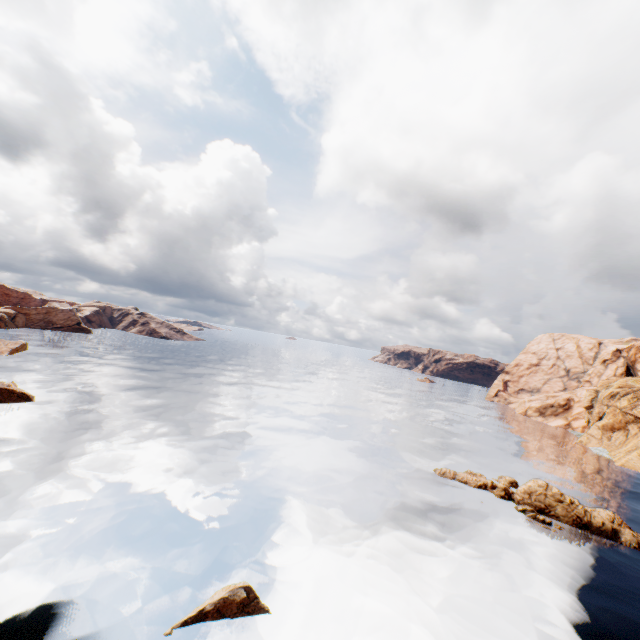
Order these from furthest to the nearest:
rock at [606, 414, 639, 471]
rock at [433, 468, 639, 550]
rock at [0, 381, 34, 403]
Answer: rock at [606, 414, 639, 471]
rock at [0, 381, 34, 403]
rock at [433, 468, 639, 550]

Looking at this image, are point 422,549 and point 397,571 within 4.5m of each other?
yes

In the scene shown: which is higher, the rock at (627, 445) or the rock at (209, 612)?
the rock at (627, 445)

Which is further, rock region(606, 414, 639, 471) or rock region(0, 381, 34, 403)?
rock region(606, 414, 639, 471)

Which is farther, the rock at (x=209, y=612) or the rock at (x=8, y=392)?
the rock at (x=8, y=392)

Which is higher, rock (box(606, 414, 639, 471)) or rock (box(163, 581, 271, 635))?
rock (box(606, 414, 639, 471))

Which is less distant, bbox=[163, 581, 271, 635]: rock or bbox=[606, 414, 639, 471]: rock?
bbox=[163, 581, 271, 635]: rock
